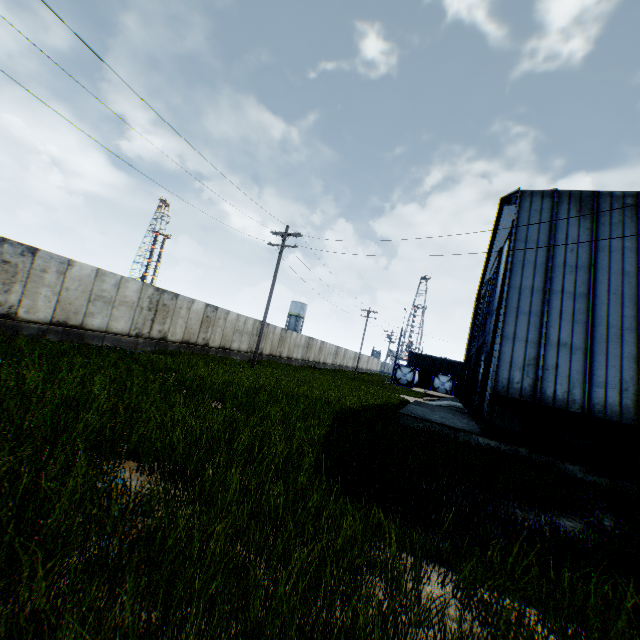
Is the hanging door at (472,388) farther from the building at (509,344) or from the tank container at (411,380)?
the tank container at (411,380)

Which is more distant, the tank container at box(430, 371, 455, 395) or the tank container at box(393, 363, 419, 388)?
the tank container at box(393, 363, 419, 388)

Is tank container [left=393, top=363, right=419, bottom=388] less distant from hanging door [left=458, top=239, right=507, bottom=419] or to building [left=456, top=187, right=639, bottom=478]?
building [left=456, top=187, right=639, bottom=478]

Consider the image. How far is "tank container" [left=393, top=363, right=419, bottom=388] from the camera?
45.0 meters

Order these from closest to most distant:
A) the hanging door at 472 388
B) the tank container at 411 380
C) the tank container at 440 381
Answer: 1. the hanging door at 472 388
2. the tank container at 440 381
3. the tank container at 411 380

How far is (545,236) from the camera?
13.6m

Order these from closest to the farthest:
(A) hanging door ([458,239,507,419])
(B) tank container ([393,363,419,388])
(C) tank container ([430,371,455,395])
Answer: (A) hanging door ([458,239,507,419]) < (C) tank container ([430,371,455,395]) < (B) tank container ([393,363,419,388])
